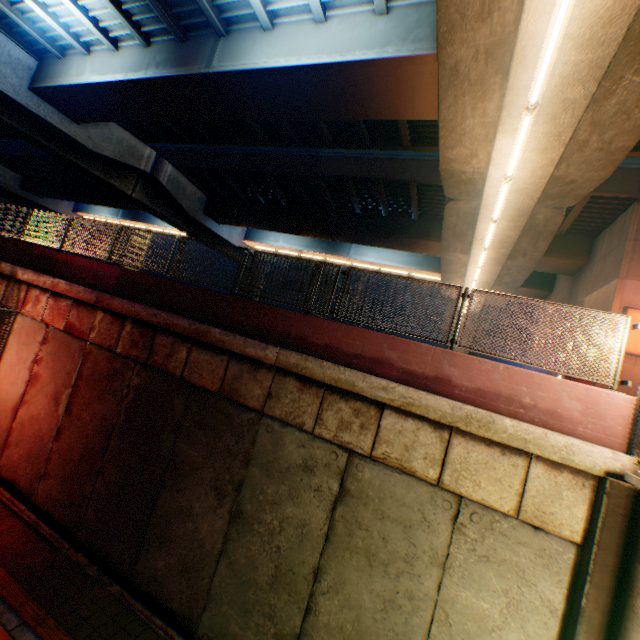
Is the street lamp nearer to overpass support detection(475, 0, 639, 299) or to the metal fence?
overpass support detection(475, 0, 639, 299)

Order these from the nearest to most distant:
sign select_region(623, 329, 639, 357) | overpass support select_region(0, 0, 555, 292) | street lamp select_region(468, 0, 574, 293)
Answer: street lamp select_region(468, 0, 574, 293), overpass support select_region(0, 0, 555, 292), sign select_region(623, 329, 639, 357)

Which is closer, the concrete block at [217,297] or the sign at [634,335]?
the concrete block at [217,297]

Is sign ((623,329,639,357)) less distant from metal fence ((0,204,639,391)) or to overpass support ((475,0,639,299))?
overpass support ((475,0,639,299))

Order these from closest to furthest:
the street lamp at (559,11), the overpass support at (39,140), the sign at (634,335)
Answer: the street lamp at (559,11) → the overpass support at (39,140) → the sign at (634,335)

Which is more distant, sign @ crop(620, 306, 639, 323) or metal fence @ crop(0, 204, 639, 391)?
sign @ crop(620, 306, 639, 323)

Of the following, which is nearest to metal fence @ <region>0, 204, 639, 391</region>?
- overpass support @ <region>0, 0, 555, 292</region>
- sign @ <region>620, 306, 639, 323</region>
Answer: overpass support @ <region>0, 0, 555, 292</region>

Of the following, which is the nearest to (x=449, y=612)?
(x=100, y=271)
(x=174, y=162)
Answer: (x=100, y=271)
